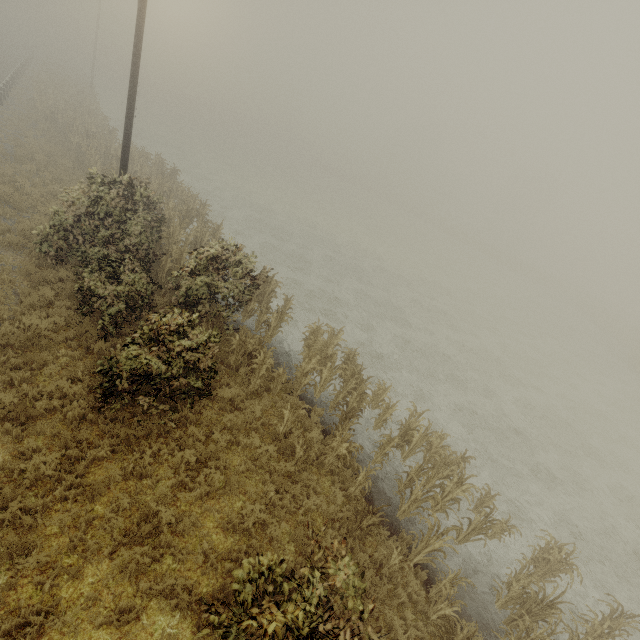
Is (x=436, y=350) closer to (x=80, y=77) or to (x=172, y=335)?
(x=172, y=335)

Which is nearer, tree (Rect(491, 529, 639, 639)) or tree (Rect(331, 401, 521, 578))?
tree (Rect(491, 529, 639, 639))

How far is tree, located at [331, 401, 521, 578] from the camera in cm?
729

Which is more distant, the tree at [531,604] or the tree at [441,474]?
the tree at [441,474]

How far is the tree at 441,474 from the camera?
7.3 meters
